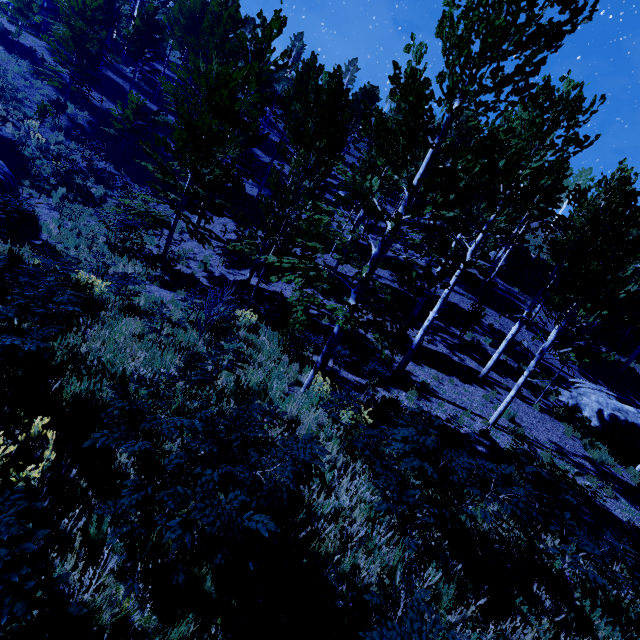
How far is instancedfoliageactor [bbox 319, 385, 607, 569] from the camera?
3.84m

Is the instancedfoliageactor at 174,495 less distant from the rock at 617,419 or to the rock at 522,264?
the rock at 617,419

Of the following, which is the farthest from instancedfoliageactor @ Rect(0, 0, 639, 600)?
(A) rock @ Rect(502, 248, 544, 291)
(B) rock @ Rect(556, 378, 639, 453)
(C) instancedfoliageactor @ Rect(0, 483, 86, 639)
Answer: (A) rock @ Rect(502, 248, 544, 291)

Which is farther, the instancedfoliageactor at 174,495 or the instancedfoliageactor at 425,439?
the instancedfoliageactor at 425,439

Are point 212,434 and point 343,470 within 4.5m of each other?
yes

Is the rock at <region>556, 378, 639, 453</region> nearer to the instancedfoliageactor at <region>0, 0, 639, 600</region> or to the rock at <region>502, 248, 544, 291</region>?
the instancedfoliageactor at <region>0, 0, 639, 600</region>

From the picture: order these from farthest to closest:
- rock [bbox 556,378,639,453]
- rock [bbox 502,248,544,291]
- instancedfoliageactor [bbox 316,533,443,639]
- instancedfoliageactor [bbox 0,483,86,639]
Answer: rock [bbox 502,248,544,291]
rock [bbox 556,378,639,453]
instancedfoliageactor [bbox 316,533,443,639]
instancedfoliageactor [bbox 0,483,86,639]
